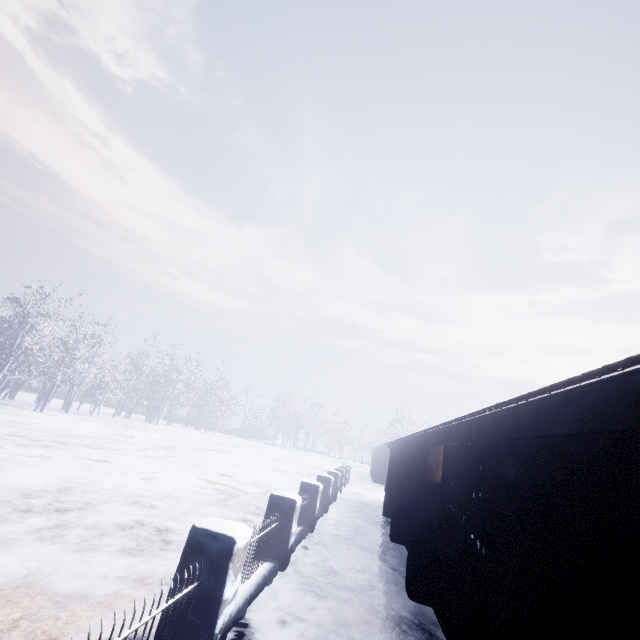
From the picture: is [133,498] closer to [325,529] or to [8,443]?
[325,529]
